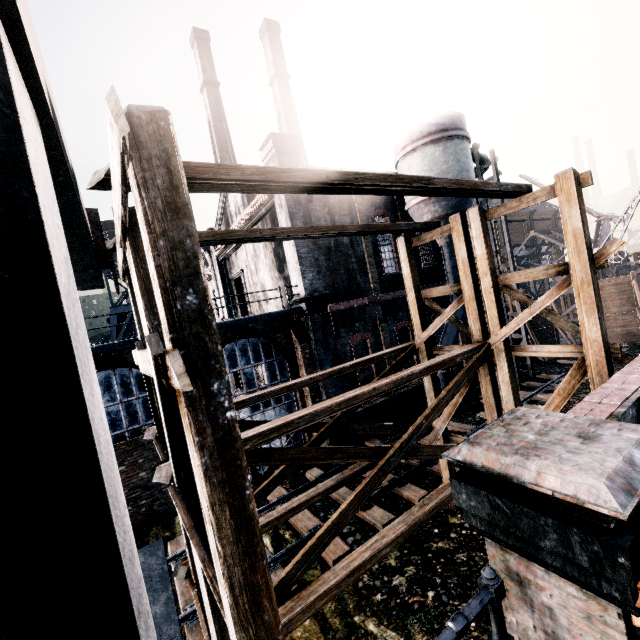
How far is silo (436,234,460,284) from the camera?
19.54m

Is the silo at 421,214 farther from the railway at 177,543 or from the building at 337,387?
the railway at 177,543

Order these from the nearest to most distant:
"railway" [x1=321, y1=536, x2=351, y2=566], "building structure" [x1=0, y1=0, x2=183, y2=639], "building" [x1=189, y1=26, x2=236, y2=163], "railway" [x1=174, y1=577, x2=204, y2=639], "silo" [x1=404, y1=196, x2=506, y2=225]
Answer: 1. "building structure" [x1=0, y1=0, x2=183, y2=639]
2. "railway" [x1=174, y1=577, x2=204, y2=639]
3. "railway" [x1=321, y1=536, x2=351, y2=566]
4. "silo" [x1=404, y1=196, x2=506, y2=225]
5. "building" [x1=189, y1=26, x2=236, y2=163]

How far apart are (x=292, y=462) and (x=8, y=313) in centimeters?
565cm

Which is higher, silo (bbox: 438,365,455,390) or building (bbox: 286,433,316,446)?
silo (bbox: 438,365,455,390)

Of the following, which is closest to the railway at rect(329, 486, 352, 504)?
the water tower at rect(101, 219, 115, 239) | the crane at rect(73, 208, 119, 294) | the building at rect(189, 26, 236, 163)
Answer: the crane at rect(73, 208, 119, 294)

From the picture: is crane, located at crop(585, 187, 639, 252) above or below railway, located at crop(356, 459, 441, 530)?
above

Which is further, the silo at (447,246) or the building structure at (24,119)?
the silo at (447,246)
